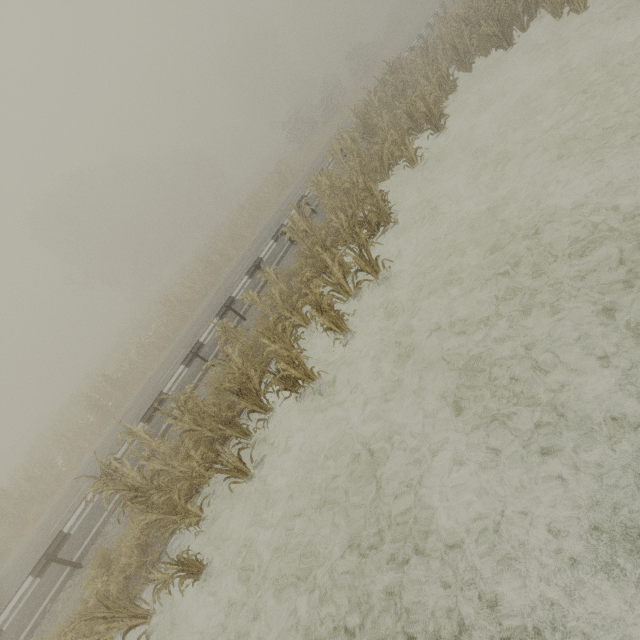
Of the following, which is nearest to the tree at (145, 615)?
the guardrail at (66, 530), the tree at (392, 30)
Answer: the guardrail at (66, 530)

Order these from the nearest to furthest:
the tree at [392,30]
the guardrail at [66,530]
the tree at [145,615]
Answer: the tree at [145,615] → the guardrail at [66,530] → the tree at [392,30]

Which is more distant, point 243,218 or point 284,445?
point 243,218

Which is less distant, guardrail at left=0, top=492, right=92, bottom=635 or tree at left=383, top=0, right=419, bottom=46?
guardrail at left=0, top=492, right=92, bottom=635

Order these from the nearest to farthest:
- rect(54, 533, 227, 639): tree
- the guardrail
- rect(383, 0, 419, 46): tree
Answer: rect(54, 533, 227, 639): tree < the guardrail < rect(383, 0, 419, 46): tree

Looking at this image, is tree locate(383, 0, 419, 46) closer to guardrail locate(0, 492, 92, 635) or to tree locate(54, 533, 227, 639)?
guardrail locate(0, 492, 92, 635)

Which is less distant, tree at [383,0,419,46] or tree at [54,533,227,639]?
tree at [54,533,227,639]
